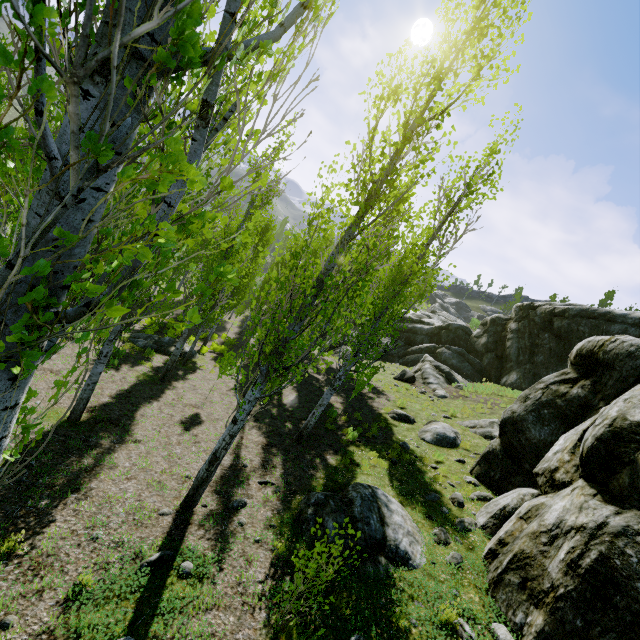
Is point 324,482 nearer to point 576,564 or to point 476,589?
point 476,589

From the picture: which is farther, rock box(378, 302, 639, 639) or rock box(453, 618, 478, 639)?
rock box(453, 618, 478, 639)

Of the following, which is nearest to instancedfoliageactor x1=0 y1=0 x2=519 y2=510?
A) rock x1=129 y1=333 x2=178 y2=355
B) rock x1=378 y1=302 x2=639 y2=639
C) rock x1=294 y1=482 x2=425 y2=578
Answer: rock x1=378 y1=302 x2=639 y2=639

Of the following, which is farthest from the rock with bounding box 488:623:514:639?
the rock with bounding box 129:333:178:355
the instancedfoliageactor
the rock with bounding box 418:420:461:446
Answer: the rock with bounding box 129:333:178:355

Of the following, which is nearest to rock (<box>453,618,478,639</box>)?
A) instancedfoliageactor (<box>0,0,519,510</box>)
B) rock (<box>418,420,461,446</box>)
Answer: instancedfoliageactor (<box>0,0,519,510</box>)

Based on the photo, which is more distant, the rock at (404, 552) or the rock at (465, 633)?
the rock at (404, 552)

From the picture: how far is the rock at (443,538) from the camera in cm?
664
